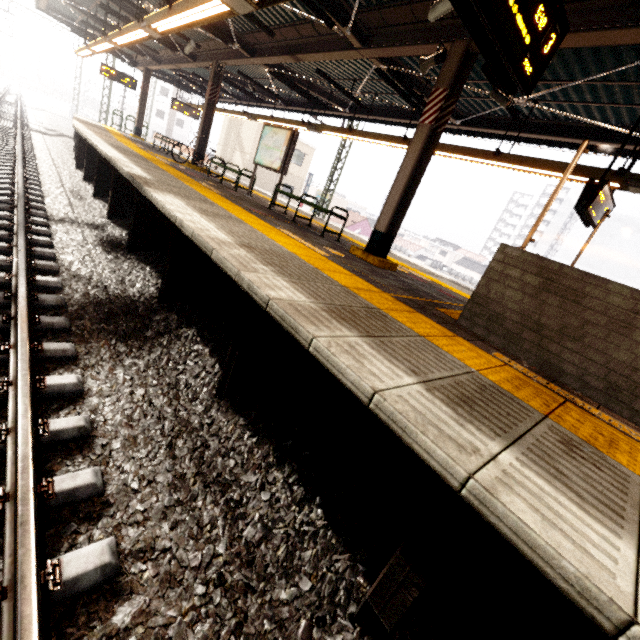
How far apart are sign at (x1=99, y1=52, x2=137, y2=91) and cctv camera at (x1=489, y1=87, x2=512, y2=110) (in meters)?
17.39

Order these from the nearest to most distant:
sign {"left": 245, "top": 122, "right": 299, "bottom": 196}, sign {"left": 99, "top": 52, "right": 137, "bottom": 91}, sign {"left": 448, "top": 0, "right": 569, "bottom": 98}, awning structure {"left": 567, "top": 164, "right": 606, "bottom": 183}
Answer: sign {"left": 448, "top": 0, "right": 569, "bottom": 98} → awning structure {"left": 567, "top": 164, "right": 606, "bottom": 183} → sign {"left": 245, "top": 122, "right": 299, "bottom": 196} → sign {"left": 99, "top": 52, "right": 137, "bottom": 91}

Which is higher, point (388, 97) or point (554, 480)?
point (388, 97)

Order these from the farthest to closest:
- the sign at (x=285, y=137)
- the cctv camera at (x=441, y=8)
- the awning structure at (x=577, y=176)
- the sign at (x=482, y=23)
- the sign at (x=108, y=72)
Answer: the sign at (x=108, y=72) < the sign at (x=285, y=137) < the awning structure at (x=577, y=176) < the cctv camera at (x=441, y=8) < the sign at (x=482, y=23)

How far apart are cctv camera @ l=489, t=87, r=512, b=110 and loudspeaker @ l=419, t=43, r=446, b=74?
1.28m

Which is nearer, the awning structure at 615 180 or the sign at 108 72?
the awning structure at 615 180

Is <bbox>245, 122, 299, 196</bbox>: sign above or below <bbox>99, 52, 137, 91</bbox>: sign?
below

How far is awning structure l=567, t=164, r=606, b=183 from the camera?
5.83m
